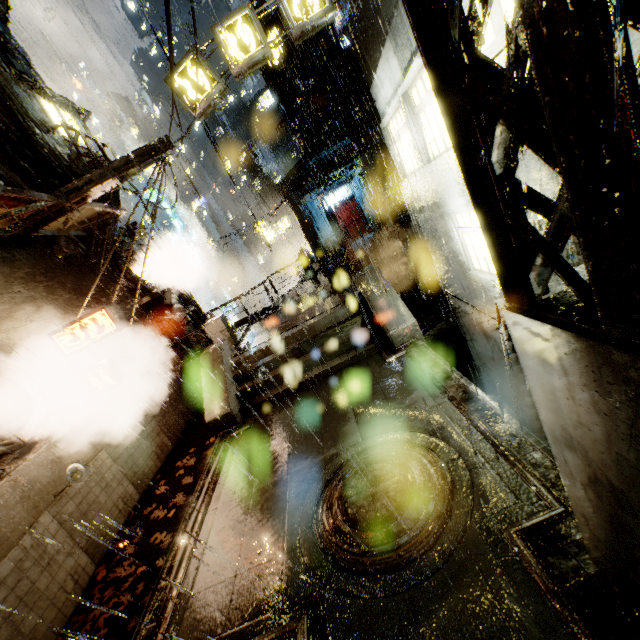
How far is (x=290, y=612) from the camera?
4.28m

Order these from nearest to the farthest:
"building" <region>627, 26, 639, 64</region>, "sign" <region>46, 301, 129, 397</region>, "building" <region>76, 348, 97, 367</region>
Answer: "building" <region>627, 26, 639, 64</region>
"sign" <region>46, 301, 129, 397</region>
"building" <region>76, 348, 97, 367</region>

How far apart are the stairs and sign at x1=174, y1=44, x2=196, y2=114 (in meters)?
7.67

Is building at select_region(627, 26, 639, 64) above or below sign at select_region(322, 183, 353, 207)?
below

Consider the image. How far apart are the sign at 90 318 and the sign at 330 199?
23.4 meters

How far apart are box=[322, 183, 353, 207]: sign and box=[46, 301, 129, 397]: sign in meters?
23.4

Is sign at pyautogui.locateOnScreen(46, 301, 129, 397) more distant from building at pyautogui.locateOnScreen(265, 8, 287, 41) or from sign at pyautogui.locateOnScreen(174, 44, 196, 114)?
sign at pyautogui.locateOnScreen(174, 44, 196, 114)

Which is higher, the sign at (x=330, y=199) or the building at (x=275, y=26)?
the building at (x=275, y=26)
